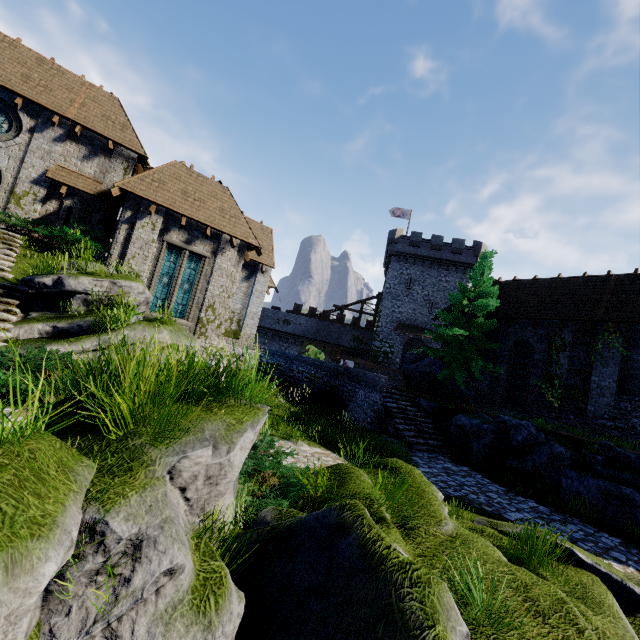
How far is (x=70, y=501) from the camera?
1.97m

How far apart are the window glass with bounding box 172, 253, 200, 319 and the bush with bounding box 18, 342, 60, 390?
8.6 meters

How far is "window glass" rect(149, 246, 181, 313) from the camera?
15.49m

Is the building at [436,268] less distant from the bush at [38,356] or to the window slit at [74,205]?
the window slit at [74,205]

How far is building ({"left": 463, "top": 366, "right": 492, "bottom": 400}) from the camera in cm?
2019

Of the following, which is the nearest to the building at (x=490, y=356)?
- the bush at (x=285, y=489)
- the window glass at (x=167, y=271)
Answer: the bush at (x=285, y=489)

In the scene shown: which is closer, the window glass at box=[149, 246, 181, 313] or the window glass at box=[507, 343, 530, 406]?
the window glass at box=[149, 246, 181, 313]

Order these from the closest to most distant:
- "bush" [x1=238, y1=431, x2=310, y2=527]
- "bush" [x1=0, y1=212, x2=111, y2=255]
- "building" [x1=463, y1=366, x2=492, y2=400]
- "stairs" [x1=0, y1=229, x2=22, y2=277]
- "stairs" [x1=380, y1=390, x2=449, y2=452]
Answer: "bush" [x1=238, y1=431, x2=310, y2=527] → "stairs" [x1=0, y1=229, x2=22, y2=277] → "bush" [x1=0, y1=212, x2=111, y2=255] → "stairs" [x1=380, y1=390, x2=449, y2=452] → "building" [x1=463, y1=366, x2=492, y2=400]
